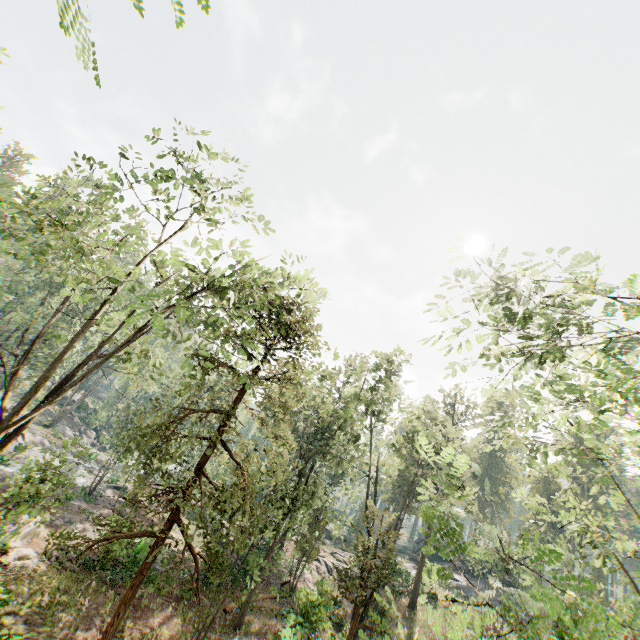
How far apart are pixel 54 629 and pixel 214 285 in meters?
15.5 m
